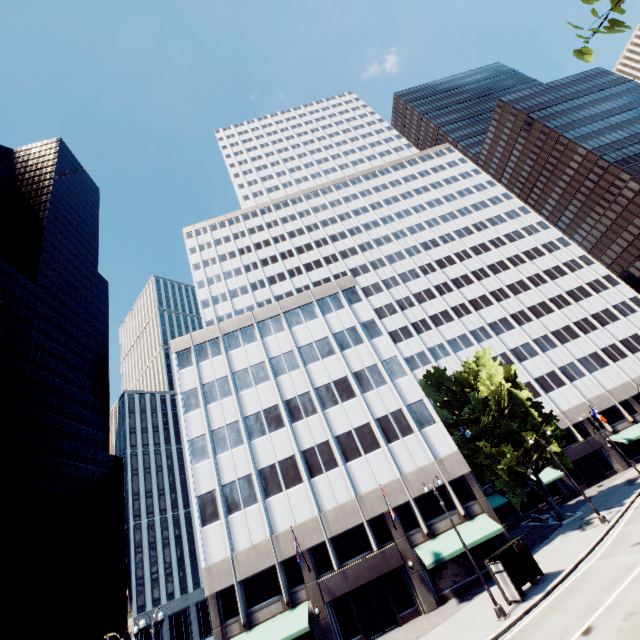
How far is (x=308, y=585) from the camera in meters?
25.6 m

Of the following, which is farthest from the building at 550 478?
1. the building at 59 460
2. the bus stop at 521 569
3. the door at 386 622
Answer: the building at 59 460

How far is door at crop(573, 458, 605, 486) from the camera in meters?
41.7

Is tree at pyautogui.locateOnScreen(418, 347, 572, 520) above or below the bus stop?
above

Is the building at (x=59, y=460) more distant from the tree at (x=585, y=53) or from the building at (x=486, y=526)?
the tree at (x=585, y=53)

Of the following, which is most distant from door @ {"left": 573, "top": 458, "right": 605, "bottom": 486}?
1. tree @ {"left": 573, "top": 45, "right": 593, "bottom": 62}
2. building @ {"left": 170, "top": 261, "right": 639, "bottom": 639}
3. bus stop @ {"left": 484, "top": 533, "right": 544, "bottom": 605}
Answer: bus stop @ {"left": 484, "top": 533, "right": 544, "bottom": 605}

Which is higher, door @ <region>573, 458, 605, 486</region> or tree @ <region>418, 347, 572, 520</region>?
tree @ <region>418, 347, 572, 520</region>

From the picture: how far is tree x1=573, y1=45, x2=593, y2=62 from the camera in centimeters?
400cm
